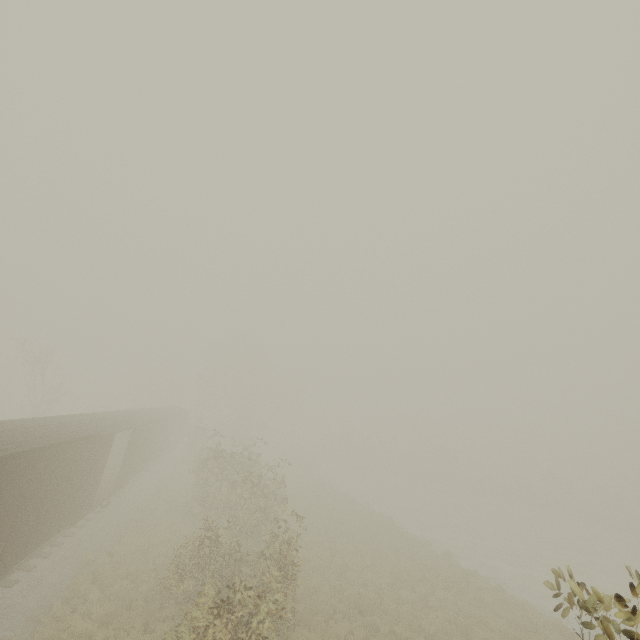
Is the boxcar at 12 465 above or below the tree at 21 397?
below

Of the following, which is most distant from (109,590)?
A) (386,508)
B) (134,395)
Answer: (134,395)

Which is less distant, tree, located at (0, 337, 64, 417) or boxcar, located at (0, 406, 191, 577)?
boxcar, located at (0, 406, 191, 577)

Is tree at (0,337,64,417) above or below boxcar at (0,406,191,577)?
above

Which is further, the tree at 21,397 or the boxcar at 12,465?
the tree at 21,397
